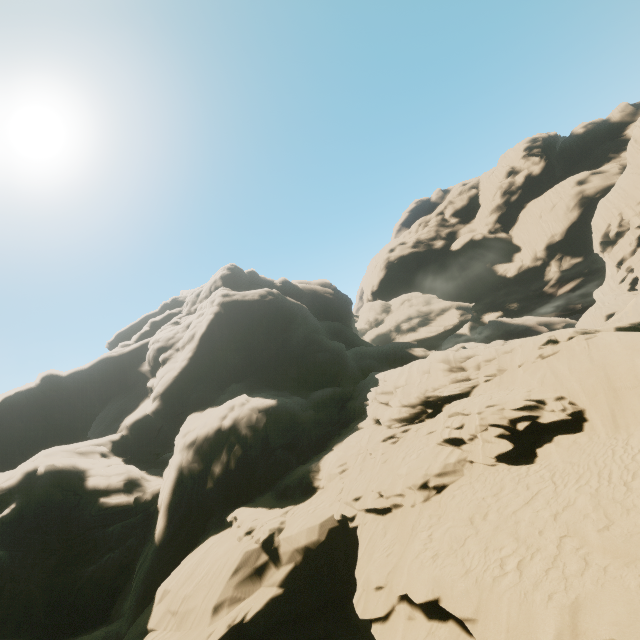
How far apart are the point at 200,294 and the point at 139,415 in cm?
2644
